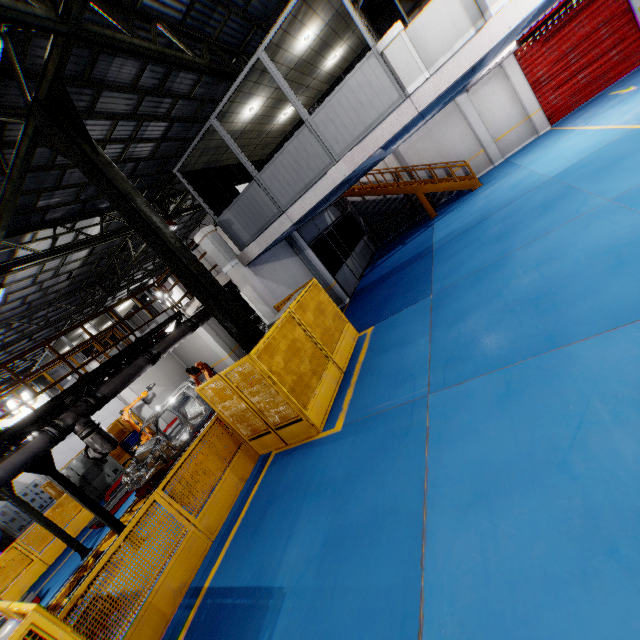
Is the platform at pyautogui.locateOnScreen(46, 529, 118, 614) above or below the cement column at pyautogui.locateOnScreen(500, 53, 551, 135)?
below

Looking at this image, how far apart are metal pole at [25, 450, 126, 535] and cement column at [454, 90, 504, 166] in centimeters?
2076cm

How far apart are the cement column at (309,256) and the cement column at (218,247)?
3.4m

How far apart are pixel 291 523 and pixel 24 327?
20.4m

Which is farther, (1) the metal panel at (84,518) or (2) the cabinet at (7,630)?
(1) the metal panel at (84,518)

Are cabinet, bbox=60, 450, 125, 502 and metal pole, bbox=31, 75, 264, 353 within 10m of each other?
no

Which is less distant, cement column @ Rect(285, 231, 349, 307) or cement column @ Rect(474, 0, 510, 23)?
cement column @ Rect(474, 0, 510, 23)

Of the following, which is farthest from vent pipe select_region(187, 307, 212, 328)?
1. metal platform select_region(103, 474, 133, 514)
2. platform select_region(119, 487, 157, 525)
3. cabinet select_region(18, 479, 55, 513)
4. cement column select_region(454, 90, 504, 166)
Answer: cabinet select_region(18, 479, 55, 513)
